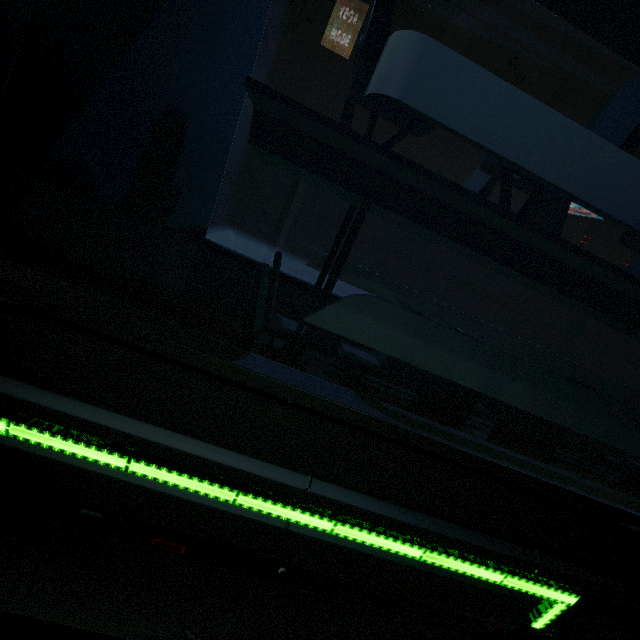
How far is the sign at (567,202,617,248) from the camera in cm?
1320

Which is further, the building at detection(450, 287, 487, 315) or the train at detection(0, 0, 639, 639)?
the building at detection(450, 287, 487, 315)

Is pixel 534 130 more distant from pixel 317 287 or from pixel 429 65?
pixel 317 287

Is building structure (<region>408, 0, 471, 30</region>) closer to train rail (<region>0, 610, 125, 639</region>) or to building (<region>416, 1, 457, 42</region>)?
building (<region>416, 1, 457, 42</region>)

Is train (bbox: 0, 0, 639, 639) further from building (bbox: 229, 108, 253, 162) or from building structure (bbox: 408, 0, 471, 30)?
building structure (bbox: 408, 0, 471, 30)

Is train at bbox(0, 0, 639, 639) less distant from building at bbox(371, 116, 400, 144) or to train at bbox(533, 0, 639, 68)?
train at bbox(533, 0, 639, 68)

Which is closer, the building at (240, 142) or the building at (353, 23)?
the building at (240, 142)

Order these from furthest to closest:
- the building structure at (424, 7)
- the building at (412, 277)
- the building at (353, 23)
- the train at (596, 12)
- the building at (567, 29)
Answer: the building at (567, 29) < the building at (353, 23) < the building at (412, 277) < the building structure at (424, 7) < the train at (596, 12)
